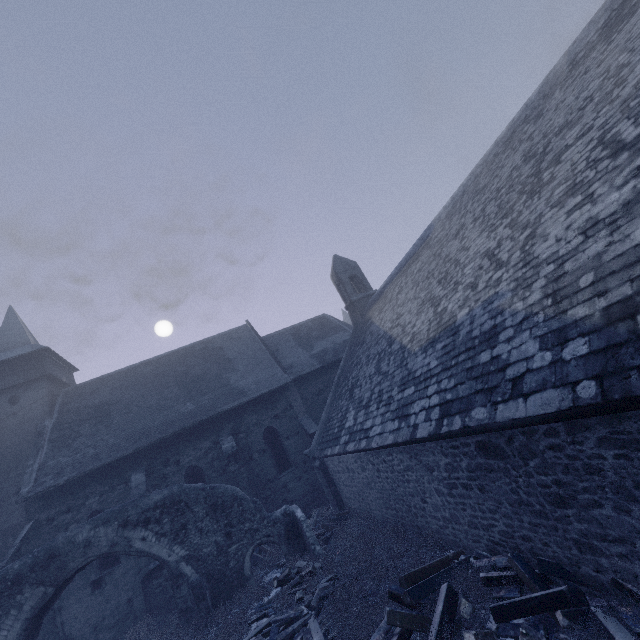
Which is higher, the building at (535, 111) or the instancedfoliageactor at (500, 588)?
the building at (535, 111)

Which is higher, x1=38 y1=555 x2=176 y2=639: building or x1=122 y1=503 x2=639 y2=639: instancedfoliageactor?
x1=38 y1=555 x2=176 y2=639: building

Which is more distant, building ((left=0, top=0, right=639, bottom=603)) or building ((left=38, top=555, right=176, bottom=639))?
building ((left=38, top=555, right=176, bottom=639))

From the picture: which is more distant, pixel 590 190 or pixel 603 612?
pixel 590 190

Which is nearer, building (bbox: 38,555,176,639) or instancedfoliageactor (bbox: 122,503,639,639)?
instancedfoliageactor (bbox: 122,503,639,639)

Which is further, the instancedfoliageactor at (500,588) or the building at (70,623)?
the building at (70,623)
